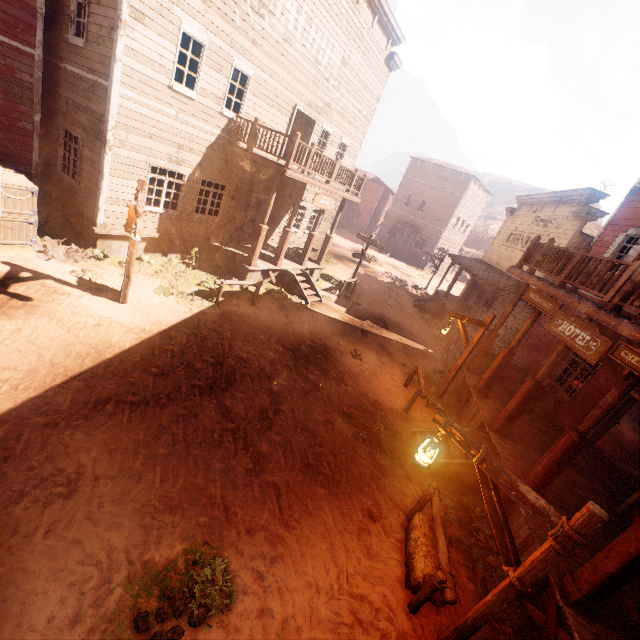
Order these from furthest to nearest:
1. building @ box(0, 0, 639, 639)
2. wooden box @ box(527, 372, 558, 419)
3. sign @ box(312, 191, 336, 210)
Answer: sign @ box(312, 191, 336, 210)
wooden box @ box(527, 372, 558, 419)
building @ box(0, 0, 639, 639)

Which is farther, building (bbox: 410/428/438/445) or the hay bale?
building (bbox: 410/428/438/445)

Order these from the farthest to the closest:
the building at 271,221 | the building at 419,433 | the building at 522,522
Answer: the building at 419,433, the building at 271,221, the building at 522,522

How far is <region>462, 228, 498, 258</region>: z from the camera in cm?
5346

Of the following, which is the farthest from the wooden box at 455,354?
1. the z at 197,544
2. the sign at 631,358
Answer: the sign at 631,358

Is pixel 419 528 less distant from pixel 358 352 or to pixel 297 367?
pixel 297 367

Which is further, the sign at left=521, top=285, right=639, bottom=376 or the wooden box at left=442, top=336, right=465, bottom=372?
the wooden box at left=442, top=336, right=465, bottom=372

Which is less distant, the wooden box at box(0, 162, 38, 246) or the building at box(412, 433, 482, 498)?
the building at box(412, 433, 482, 498)
